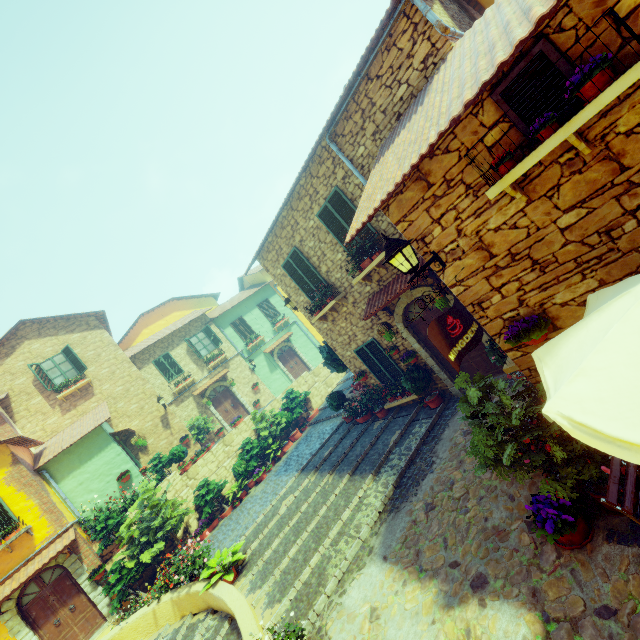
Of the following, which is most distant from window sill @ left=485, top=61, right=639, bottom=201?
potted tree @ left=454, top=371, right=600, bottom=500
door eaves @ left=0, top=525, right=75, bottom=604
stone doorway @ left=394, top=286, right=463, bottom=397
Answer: door eaves @ left=0, top=525, right=75, bottom=604

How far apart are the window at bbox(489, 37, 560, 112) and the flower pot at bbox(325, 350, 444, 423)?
8.1 meters

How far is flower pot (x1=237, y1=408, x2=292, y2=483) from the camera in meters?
14.2 m

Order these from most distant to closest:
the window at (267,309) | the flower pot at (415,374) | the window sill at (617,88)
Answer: the window at (267,309) → the flower pot at (415,374) → the window sill at (617,88)

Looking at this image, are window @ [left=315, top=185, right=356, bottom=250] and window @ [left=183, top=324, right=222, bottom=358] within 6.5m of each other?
no

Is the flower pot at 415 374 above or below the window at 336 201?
below

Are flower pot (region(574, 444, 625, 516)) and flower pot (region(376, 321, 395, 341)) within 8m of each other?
yes

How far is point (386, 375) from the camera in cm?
1034
